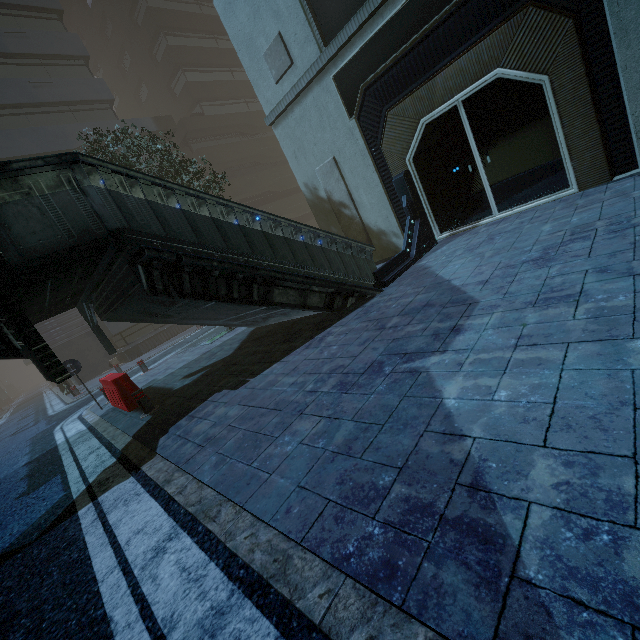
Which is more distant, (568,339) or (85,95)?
(85,95)

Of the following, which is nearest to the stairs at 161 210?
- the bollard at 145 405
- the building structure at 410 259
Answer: the building structure at 410 259

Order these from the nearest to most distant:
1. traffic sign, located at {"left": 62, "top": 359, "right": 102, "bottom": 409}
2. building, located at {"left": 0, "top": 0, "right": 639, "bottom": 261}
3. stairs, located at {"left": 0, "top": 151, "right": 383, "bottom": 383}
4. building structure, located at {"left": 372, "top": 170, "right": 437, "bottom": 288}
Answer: stairs, located at {"left": 0, "top": 151, "right": 383, "bottom": 383}
building, located at {"left": 0, "top": 0, "right": 639, "bottom": 261}
building structure, located at {"left": 372, "top": 170, "right": 437, "bottom": 288}
traffic sign, located at {"left": 62, "top": 359, "right": 102, "bottom": 409}

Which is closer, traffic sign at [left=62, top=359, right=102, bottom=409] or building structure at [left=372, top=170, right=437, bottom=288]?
building structure at [left=372, top=170, right=437, bottom=288]

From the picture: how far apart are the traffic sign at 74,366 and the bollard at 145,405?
4.10m

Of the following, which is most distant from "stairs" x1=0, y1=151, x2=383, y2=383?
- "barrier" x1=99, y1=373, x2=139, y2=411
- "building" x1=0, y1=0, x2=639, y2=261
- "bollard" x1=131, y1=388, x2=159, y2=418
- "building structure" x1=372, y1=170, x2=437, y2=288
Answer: "building" x1=0, y1=0, x2=639, y2=261

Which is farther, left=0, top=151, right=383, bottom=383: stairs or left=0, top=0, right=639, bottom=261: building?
left=0, top=0, right=639, bottom=261: building

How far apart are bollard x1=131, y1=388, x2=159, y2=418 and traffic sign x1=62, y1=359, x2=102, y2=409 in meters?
4.1
